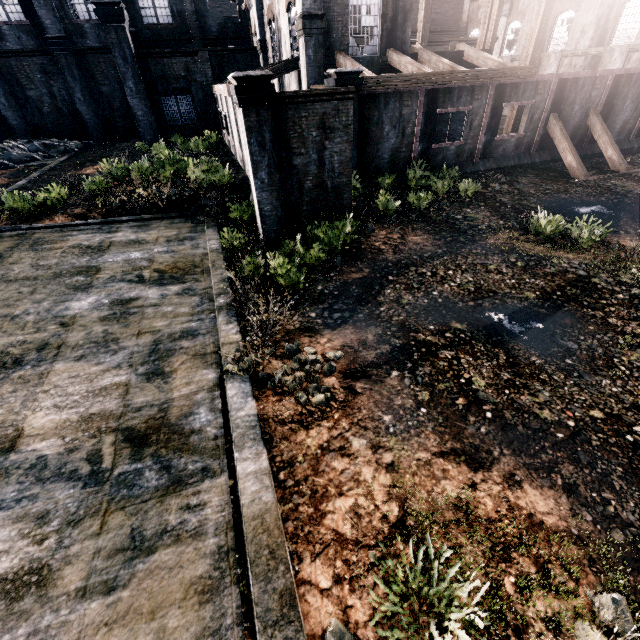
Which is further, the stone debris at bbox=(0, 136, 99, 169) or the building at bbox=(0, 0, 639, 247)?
the stone debris at bbox=(0, 136, 99, 169)

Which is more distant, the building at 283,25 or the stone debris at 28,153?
the stone debris at 28,153

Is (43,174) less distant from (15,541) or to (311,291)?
(311,291)
